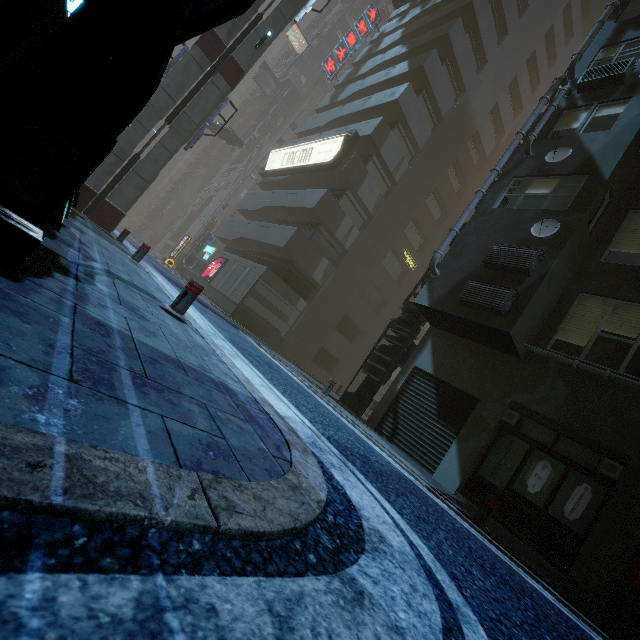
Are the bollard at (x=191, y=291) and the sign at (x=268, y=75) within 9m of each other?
no

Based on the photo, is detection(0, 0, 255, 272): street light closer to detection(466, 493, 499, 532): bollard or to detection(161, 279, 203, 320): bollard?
detection(161, 279, 203, 320): bollard

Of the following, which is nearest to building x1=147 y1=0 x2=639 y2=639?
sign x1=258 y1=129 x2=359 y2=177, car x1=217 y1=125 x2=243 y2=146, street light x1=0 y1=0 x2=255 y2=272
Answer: sign x1=258 y1=129 x2=359 y2=177

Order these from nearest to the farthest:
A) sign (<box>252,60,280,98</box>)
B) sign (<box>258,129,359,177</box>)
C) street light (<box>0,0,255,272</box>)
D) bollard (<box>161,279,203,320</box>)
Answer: street light (<box>0,0,255,272</box>) → bollard (<box>161,279,203,320</box>) → sign (<box>258,129,359,177</box>) → sign (<box>252,60,280,98</box>)

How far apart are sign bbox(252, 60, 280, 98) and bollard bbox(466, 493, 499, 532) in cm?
5319

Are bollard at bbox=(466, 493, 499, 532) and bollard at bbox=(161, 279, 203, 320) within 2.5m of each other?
no

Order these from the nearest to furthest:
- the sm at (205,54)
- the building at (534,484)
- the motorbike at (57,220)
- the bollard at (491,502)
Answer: the motorbike at (57,220) < the bollard at (491,502) < the building at (534,484) < the sm at (205,54)

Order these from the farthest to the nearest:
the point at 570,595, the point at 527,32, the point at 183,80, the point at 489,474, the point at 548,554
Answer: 1. the point at 527,32
2. the point at 183,80
3. the point at 489,474
4. the point at 548,554
5. the point at 570,595
